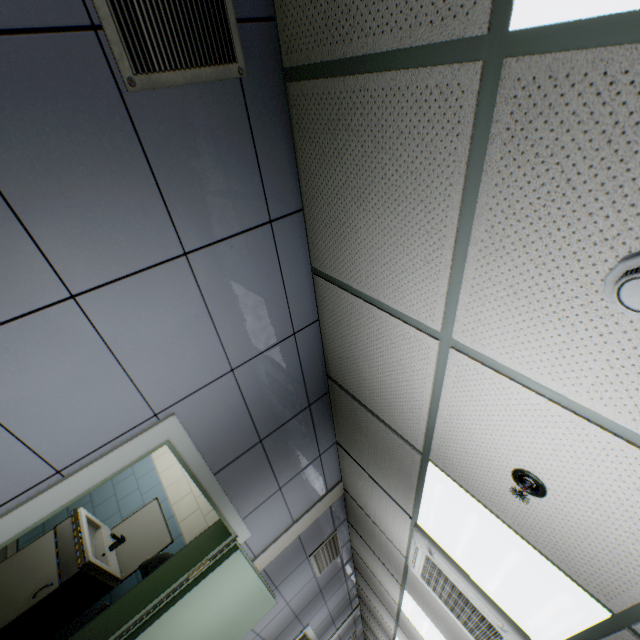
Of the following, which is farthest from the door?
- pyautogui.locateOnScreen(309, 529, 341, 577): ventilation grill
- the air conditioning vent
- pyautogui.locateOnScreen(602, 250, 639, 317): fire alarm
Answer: pyautogui.locateOnScreen(602, 250, 639, 317): fire alarm

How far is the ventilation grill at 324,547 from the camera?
4.4 meters

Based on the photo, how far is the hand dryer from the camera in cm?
281

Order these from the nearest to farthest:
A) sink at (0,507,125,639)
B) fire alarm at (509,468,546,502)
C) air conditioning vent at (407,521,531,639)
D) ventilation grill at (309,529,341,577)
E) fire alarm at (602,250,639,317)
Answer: fire alarm at (602,250,639,317) → fire alarm at (509,468,546,502) → air conditioning vent at (407,521,531,639) → sink at (0,507,125,639) → ventilation grill at (309,529,341,577)

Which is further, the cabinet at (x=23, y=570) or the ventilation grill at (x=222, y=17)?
the cabinet at (x=23, y=570)

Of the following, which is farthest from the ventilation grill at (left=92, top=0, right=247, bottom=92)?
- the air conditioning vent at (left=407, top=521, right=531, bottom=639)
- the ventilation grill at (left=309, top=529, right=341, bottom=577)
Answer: the ventilation grill at (left=309, top=529, right=341, bottom=577)

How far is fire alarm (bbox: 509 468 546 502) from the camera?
1.4 meters

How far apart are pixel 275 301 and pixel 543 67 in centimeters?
158cm
